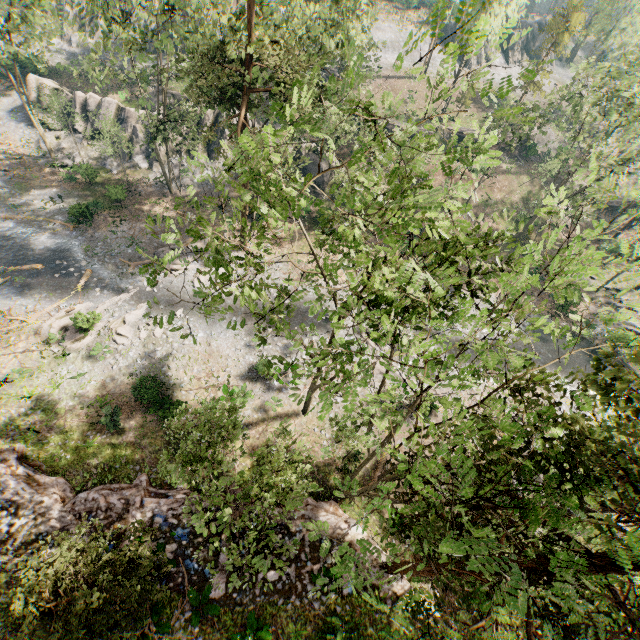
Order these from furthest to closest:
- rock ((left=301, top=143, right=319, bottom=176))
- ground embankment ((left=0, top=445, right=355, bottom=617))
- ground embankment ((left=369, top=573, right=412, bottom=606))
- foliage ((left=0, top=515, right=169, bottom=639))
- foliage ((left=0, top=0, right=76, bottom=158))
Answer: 1. rock ((left=301, top=143, right=319, bottom=176))
2. foliage ((left=0, top=0, right=76, bottom=158))
3. ground embankment ((left=369, top=573, right=412, bottom=606))
4. ground embankment ((left=0, top=445, right=355, bottom=617))
5. foliage ((left=0, top=515, right=169, bottom=639))

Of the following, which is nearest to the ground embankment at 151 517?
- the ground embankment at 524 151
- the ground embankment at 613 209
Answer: the ground embankment at 524 151

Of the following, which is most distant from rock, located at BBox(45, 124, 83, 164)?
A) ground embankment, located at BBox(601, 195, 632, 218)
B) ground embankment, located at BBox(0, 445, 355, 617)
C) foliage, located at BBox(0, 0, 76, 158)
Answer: ground embankment, located at BBox(0, 445, 355, 617)

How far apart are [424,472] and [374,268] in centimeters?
638cm

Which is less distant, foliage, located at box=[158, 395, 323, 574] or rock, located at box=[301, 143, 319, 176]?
foliage, located at box=[158, 395, 323, 574]

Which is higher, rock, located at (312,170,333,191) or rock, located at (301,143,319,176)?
rock, located at (301,143,319,176)

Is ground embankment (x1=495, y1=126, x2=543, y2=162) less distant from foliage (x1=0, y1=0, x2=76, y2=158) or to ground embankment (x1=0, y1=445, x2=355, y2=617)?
foliage (x1=0, y1=0, x2=76, y2=158)

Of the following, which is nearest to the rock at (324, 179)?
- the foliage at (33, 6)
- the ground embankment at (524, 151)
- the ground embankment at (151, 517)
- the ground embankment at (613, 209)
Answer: the foliage at (33, 6)
